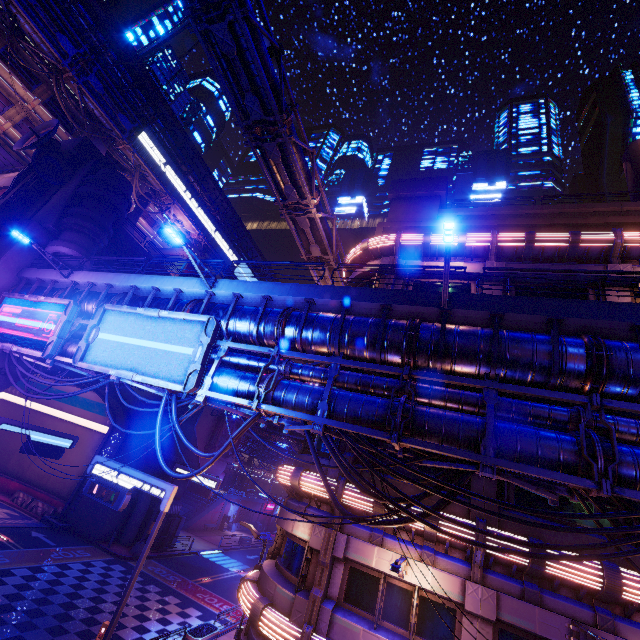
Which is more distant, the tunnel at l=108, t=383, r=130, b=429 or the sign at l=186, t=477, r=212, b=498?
the tunnel at l=108, t=383, r=130, b=429

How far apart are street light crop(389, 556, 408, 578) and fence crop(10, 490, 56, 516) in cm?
3284

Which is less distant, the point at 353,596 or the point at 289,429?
the point at 353,596

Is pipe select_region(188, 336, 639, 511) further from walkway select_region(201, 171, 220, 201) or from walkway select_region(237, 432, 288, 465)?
walkway select_region(201, 171, 220, 201)

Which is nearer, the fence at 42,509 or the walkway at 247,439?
the fence at 42,509

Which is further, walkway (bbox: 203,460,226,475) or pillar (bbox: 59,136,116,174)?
walkway (bbox: 203,460,226,475)

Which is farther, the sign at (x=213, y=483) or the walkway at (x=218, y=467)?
the walkway at (x=218, y=467)

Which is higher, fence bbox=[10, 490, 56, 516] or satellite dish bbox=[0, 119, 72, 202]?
satellite dish bbox=[0, 119, 72, 202]
